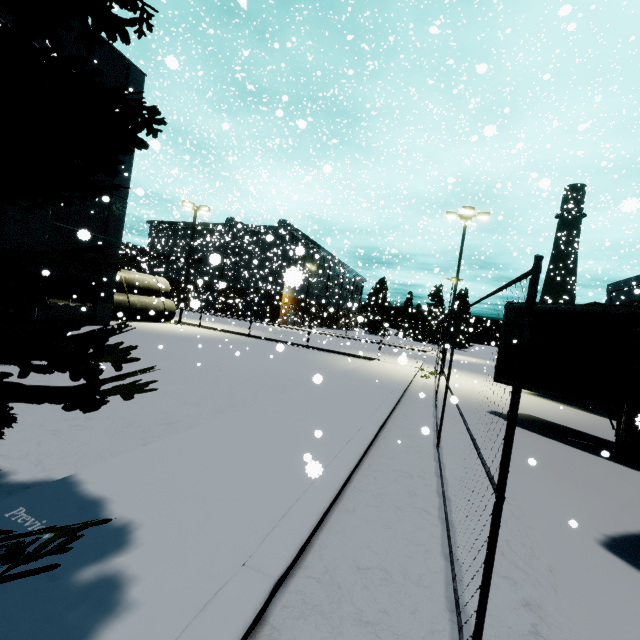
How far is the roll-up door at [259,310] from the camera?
52.6m

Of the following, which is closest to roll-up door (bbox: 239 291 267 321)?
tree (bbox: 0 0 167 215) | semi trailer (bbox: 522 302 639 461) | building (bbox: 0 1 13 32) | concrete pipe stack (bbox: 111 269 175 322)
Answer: building (bbox: 0 1 13 32)

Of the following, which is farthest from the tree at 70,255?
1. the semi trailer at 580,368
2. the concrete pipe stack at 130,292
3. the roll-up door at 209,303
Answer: the roll-up door at 209,303

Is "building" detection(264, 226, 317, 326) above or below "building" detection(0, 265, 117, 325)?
above

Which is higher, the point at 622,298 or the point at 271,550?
the point at 622,298

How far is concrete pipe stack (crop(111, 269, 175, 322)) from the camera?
22.28m

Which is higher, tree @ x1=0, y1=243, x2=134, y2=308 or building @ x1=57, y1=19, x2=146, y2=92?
building @ x1=57, y1=19, x2=146, y2=92

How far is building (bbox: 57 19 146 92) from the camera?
15.5 meters
